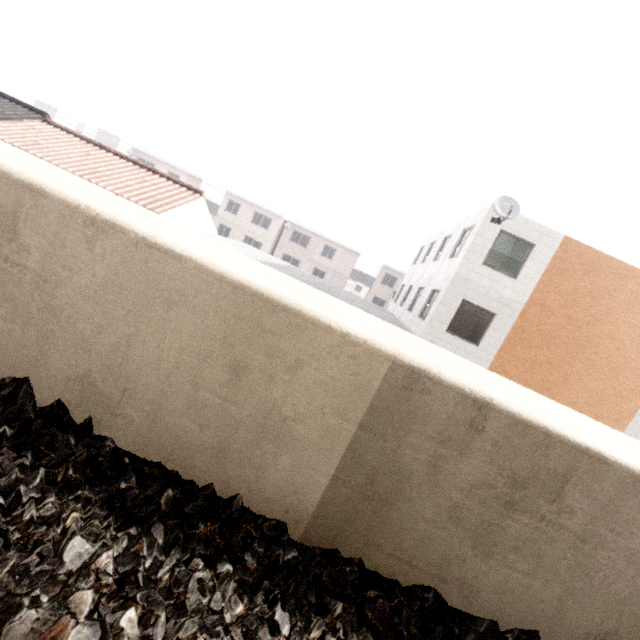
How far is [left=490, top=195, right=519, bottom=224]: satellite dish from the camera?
11.7m

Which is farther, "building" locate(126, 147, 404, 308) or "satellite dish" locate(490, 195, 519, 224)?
"building" locate(126, 147, 404, 308)

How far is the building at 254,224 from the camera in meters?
37.8 m

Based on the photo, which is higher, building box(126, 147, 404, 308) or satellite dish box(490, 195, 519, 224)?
satellite dish box(490, 195, 519, 224)

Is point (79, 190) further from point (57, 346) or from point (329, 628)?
point (329, 628)

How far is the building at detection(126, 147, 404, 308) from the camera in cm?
3778

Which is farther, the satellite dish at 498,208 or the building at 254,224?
the building at 254,224
